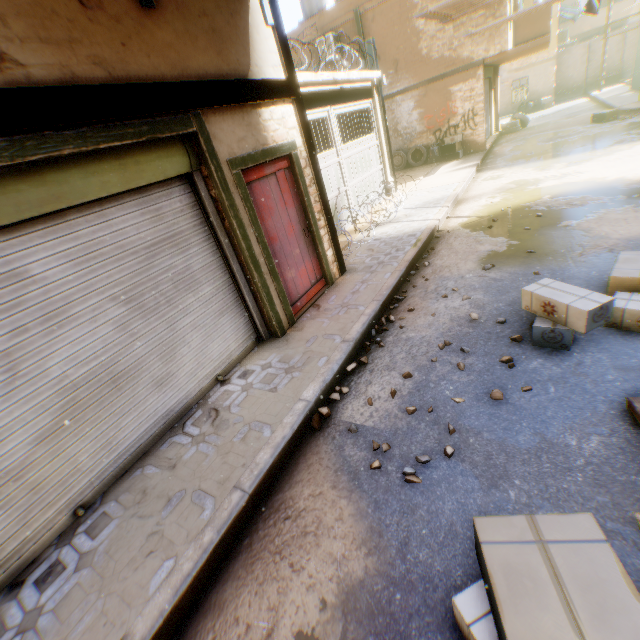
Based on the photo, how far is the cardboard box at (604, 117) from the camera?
13.1m

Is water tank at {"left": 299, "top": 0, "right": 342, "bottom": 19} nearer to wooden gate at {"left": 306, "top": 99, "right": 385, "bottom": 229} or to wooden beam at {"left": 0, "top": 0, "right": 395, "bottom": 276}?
wooden beam at {"left": 0, "top": 0, "right": 395, "bottom": 276}

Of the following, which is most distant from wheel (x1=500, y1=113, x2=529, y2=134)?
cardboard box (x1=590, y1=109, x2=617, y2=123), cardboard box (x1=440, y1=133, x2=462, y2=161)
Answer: Answer: cardboard box (x1=440, y1=133, x2=462, y2=161)

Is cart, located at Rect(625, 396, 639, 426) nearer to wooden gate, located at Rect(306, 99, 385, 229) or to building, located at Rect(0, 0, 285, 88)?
building, located at Rect(0, 0, 285, 88)

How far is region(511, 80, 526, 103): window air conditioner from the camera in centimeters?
2403cm

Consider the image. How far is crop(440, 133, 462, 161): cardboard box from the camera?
14.2 meters

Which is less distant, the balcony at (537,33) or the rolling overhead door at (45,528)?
the rolling overhead door at (45,528)

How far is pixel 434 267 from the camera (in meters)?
6.03
